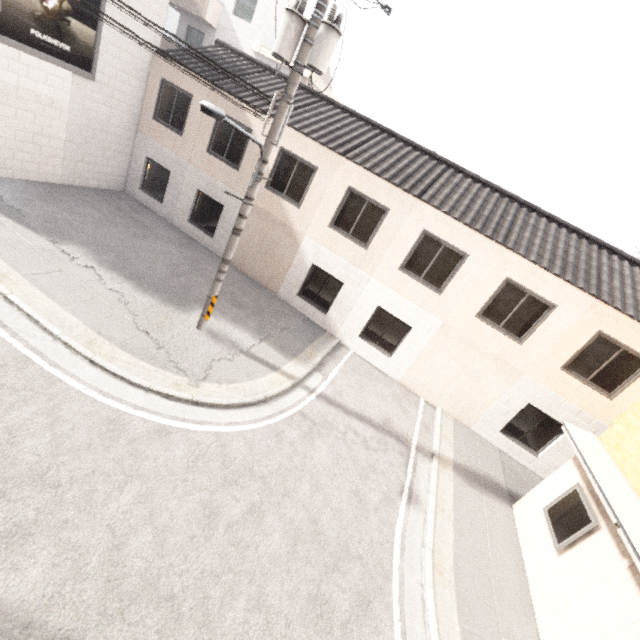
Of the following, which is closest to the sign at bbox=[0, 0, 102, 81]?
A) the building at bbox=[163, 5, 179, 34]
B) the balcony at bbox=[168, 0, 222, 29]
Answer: the balcony at bbox=[168, 0, 222, 29]

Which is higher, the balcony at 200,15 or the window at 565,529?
the balcony at 200,15

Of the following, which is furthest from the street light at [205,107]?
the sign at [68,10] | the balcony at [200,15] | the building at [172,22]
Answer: the building at [172,22]

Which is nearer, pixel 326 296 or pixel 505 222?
pixel 505 222

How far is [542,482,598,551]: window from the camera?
6.7m

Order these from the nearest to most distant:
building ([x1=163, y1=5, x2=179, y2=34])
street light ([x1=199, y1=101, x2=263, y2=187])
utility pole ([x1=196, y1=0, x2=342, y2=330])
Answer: street light ([x1=199, y1=101, x2=263, y2=187]) → utility pole ([x1=196, y1=0, x2=342, y2=330]) → building ([x1=163, y1=5, x2=179, y2=34])

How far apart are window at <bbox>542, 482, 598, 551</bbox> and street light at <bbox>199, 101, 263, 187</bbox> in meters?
10.2 m

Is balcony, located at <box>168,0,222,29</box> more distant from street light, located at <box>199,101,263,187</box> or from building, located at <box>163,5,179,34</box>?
street light, located at <box>199,101,263,187</box>
